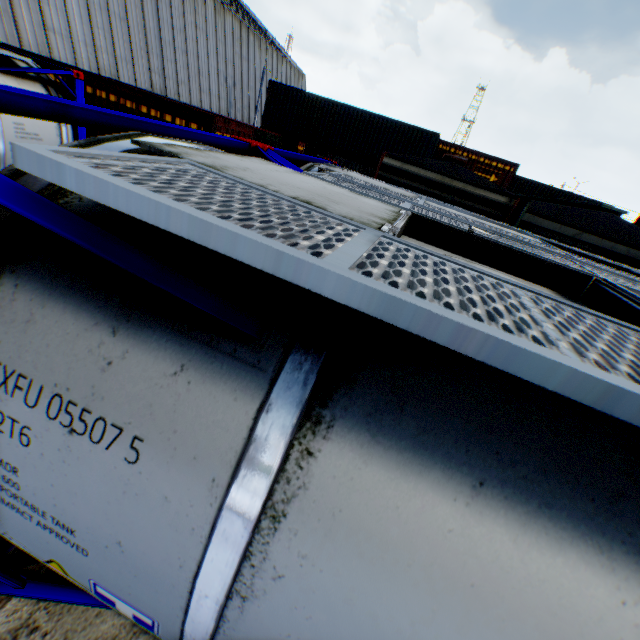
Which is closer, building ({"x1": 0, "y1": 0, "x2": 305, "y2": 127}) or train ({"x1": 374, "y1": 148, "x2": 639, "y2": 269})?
train ({"x1": 374, "y1": 148, "x2": 639, "y2": 269})

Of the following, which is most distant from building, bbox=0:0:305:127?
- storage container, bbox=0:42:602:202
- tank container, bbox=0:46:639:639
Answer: tank container, bbox=0:46:639:639

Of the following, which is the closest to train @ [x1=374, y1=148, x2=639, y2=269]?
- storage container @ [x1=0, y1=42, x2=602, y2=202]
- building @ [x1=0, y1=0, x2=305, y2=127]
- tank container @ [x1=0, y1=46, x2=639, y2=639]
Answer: tank container @ [x1=0, y1=46, x2=639, y2=639]

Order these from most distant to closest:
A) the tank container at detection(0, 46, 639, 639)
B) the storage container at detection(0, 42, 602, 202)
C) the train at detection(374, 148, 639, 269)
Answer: the storage container at detection(0, 42, 602, 202) → the train at detection(374, 148, 639, 269) → the tank container at detection(0, 46, 639, 639)

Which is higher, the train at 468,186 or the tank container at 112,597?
the train at 468,186

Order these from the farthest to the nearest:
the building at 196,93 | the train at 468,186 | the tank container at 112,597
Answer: the building at 196,93 < the train at 468,186 < the tank container at 112,597

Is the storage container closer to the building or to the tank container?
the building

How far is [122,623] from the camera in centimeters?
223cm
